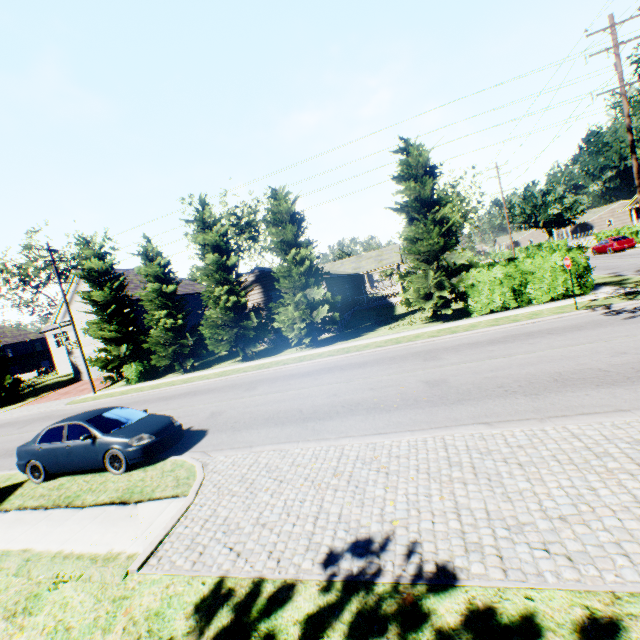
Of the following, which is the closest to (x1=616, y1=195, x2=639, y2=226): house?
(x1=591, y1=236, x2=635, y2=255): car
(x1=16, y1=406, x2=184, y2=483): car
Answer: (x1=591, y1=236, x2=635, y2=255): car

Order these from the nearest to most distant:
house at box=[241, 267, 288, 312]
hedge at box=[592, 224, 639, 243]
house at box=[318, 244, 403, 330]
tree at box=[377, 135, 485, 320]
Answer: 1. tree at box=[377, 135, 485, 320]
2. house at box=[241, 267, 288, 312]
3. house at box=[318, 244, 403, 330]
4. hedge at box=[592, 224, 639, 243]

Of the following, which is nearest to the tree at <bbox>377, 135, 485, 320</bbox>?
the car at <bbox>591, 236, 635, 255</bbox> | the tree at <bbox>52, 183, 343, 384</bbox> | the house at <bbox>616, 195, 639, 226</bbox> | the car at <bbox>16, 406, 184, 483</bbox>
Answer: the tree at <bbox>52, 183, 343, 384</bbox>

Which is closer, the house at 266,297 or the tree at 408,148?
the tree at 408,148

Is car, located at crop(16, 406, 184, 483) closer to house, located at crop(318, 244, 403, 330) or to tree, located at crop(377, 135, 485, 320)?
tree, located at crop(377, 135, 485, 320)

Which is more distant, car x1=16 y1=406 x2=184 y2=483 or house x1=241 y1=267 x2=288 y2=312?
house x1=241 y1=267 x2=288 y2=312

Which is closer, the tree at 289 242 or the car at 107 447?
the car at 107 447

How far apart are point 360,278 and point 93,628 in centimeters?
3937cm
